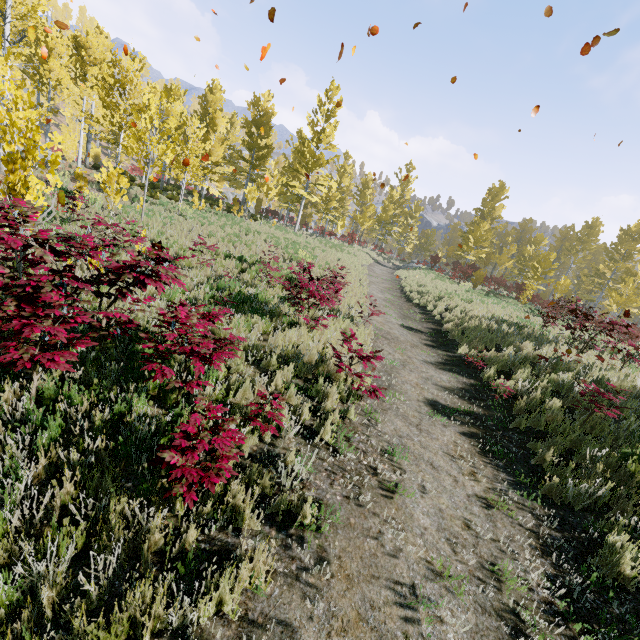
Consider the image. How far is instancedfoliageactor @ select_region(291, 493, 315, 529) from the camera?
3.1 meters

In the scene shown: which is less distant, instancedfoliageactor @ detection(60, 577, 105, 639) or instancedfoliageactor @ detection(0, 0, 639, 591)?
instancedfoliageactor @ detection(60, 577, 105, 639)

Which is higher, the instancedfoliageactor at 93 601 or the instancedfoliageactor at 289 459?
the instancedfoliageactor at 289 459

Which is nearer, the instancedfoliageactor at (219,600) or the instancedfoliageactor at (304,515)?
the instancedfoliageactor at (219,600)

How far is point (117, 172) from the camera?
8.9 meters

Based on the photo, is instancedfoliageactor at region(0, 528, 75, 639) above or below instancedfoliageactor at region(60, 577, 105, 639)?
above
